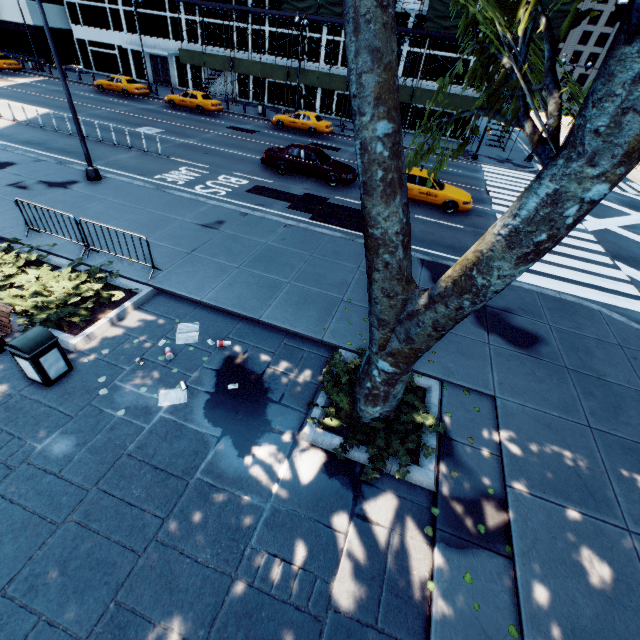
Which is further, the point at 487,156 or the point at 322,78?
the point at 322,78

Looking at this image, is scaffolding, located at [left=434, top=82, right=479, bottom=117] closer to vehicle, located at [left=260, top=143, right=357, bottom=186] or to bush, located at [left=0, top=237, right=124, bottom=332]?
vehicle, located at [left=260, top=143, right=357, bottom=186]

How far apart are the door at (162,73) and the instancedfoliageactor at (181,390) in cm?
4617

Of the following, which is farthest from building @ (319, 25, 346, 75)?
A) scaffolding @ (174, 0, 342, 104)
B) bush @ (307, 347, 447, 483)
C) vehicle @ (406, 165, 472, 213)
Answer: bush @ (307, 347, 447, 483)

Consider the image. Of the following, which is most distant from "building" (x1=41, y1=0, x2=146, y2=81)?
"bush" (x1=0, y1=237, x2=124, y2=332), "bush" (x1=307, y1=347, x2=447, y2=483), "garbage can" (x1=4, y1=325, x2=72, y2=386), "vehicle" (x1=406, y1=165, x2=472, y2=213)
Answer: "garbage can" (x1=4, y1=325, x2=72, y2=386)

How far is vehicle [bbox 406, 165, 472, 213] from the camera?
15.62m

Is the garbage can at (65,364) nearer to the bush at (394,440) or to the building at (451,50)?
the bush at (394,440)

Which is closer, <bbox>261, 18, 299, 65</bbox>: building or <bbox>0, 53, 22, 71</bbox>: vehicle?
<bbox>261, 18, 299, 65</bbox>: building
